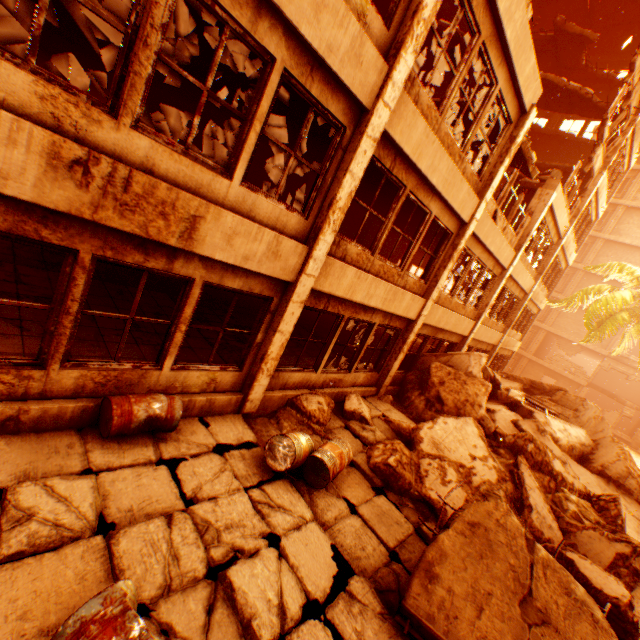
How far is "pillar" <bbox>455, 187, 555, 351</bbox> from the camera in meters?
12.1 m

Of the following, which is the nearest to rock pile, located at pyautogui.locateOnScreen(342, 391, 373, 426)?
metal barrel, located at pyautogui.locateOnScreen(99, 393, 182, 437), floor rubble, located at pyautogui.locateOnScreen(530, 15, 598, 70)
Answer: metal barrel, located at pyautogui.locateOnScreen(99, 393, 182, 437)

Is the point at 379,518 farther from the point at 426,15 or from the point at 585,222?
the point at 585,222

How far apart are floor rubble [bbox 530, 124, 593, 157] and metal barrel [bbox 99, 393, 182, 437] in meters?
24.3

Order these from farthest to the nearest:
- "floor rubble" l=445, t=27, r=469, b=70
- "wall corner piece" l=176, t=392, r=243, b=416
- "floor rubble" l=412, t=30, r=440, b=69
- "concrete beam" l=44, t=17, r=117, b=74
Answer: "floor rubble" l=412, t=30, r=440, b=69 → "floor rubble" l=445, t=27, r=469, b=70 → "concrete beam" l=44, t=17, r=117, b=74 → "wall corner piece" l=176, t=392, r=243, b=416

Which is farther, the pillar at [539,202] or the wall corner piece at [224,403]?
the pillar at [539,202]

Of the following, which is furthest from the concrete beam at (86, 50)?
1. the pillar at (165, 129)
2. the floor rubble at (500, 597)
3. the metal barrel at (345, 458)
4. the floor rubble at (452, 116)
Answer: the floor rubble at (500, 597)

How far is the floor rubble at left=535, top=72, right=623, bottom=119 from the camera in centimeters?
1477cm
